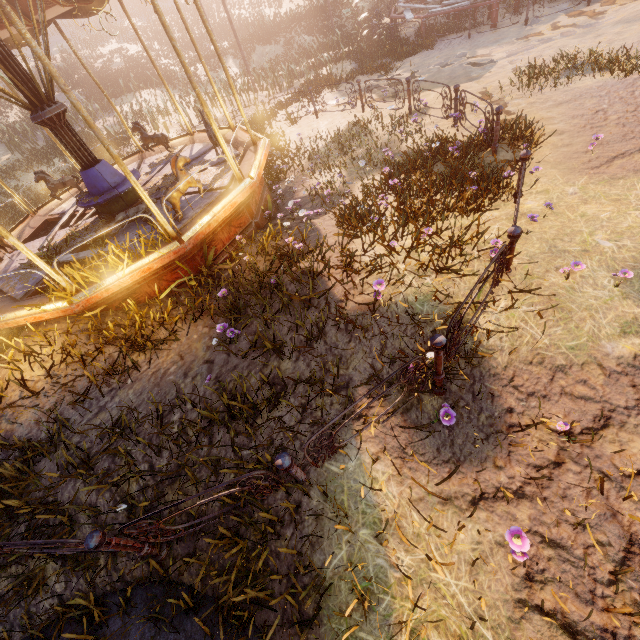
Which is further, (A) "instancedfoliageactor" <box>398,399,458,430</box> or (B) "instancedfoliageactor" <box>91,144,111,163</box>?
(B) "instancedfoliageactor" <box>91,144,111,163</box>

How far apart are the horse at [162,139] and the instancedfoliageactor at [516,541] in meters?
11.7 m

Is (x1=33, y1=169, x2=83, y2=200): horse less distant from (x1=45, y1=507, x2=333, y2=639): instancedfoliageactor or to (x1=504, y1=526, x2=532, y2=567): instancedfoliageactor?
(x1=45, y1=507, x2=333, y2=639): instancedfoliageactor

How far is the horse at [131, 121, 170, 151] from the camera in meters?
9.4

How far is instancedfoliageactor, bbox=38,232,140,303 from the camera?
5.26m

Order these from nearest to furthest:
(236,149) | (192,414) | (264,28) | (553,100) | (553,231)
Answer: (192,414)
(553,231)
(553,100)
(236,149)
(264,28)

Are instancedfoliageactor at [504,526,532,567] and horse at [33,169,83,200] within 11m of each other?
no

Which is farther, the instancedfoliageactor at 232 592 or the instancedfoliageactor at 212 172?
the instancedfoliageactor at 212 172
